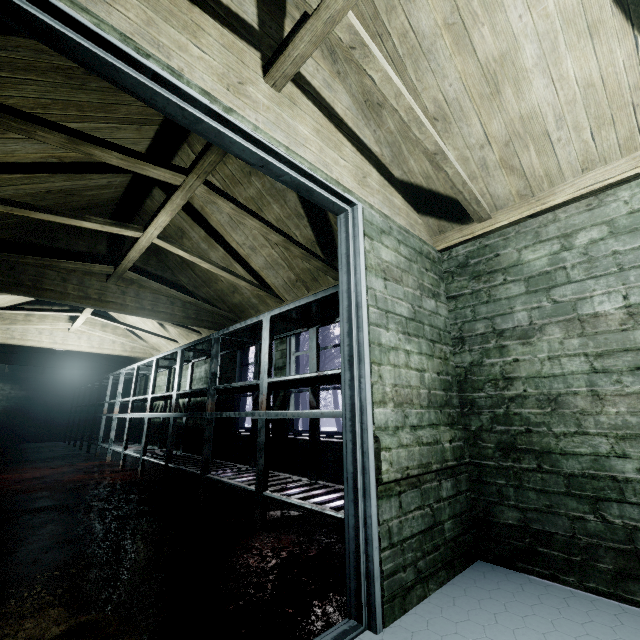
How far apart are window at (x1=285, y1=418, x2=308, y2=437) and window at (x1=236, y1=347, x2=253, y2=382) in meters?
0.3 m

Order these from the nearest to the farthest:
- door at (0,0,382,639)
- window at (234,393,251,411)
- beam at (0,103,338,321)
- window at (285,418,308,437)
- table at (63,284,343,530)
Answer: door at (0,0,382,639) → beam at (0,103,338,321) → table at (63,284,343,530) → window at (285,418,308,437) → window at (234,393,251,411)

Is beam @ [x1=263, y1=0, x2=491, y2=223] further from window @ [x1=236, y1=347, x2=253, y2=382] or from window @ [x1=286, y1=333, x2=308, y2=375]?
window @ [x1=236, y1=347, x2=253, y2=382]

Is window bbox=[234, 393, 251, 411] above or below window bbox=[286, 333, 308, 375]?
below

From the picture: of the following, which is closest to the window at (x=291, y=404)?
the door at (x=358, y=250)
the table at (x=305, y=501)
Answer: the table at (x=305, y=501)

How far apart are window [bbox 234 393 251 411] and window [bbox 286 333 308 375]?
0.2m

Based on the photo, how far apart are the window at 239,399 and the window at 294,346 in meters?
0.2

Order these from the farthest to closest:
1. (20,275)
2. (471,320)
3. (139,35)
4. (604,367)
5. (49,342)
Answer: (49,342), (20,275), (471,320), (604,367), (139,35)
